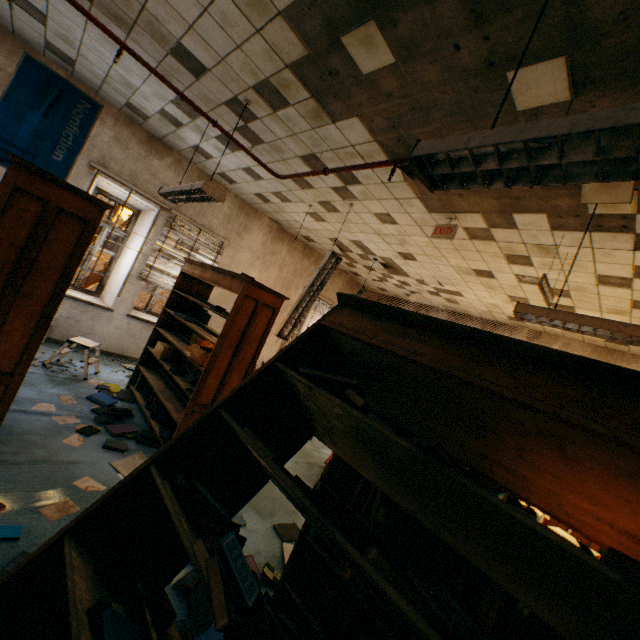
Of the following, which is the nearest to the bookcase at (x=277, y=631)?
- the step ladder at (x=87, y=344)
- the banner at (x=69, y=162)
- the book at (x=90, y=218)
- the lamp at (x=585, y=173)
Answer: the lamp at (x=585, y=173)

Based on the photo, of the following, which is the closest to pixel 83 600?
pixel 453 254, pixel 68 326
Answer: pixel 453 254

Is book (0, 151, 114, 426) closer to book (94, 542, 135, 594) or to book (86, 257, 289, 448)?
book (86, 257, 289, 448)

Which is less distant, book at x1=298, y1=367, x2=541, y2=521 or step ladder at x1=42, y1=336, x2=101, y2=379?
book at x1=298, y1=367, x2=541, y2=521

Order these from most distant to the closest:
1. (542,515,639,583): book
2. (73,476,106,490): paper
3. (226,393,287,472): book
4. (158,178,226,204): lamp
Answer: (158,178,226,204): lamp, (73,476,106,490): paper, (226,393,287,472): book, (542,515,639,583): book

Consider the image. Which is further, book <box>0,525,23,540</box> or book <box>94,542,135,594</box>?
book <box>0,525,23,540</box>

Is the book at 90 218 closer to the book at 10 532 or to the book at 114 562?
the book at 10 532

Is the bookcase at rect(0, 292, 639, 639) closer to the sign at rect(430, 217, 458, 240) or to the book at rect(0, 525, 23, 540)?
the book at rect(0, 525, 23, 540)
